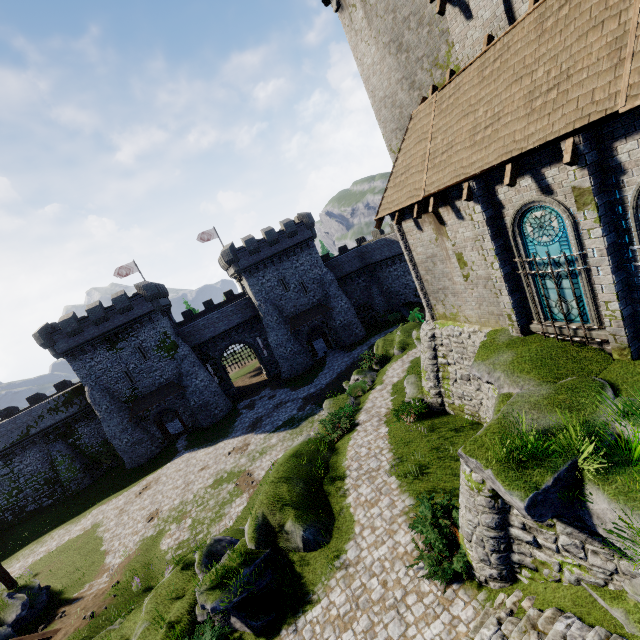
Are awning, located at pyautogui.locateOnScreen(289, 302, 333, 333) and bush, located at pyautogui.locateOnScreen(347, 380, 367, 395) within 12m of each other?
no

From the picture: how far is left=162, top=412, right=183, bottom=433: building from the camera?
39.82m

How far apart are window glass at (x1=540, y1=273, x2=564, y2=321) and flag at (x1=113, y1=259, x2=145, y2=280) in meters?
43.2

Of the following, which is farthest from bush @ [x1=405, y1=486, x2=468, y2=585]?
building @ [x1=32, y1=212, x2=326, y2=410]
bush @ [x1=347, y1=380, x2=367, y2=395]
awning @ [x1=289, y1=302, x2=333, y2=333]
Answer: building @ [x1=32, y1=212, x2=326, y2=410]

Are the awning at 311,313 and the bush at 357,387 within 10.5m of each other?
no

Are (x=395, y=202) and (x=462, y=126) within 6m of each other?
yes

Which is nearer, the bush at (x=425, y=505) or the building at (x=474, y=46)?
the building at (x=474, y=46)

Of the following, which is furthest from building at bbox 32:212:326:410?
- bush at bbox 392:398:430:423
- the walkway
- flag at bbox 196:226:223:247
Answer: bush at bbox 392:398:430:423
